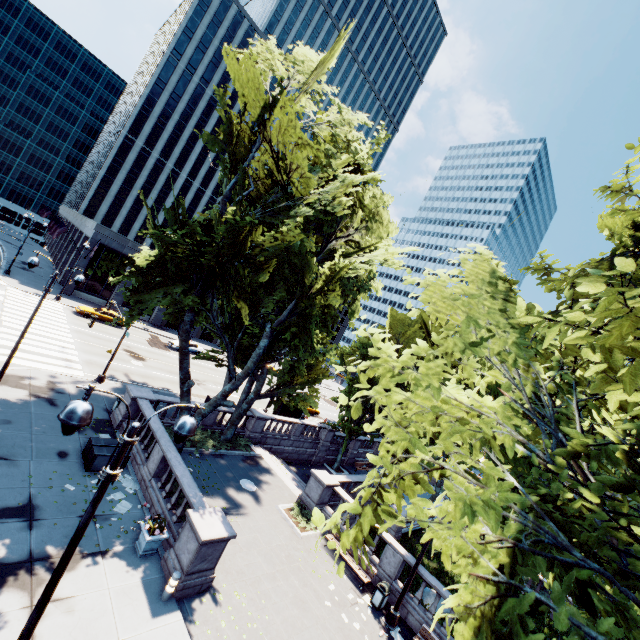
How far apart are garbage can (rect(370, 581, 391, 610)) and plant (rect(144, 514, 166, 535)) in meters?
10.0 m

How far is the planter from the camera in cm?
1129

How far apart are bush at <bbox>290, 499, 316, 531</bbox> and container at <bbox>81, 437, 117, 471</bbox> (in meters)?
8.84

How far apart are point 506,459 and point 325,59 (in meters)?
18.31

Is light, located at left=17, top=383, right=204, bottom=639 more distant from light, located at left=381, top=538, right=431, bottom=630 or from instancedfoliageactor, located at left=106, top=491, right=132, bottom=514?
light, located at left=381, top=538, right=431, bottom=630

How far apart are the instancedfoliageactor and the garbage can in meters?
11.4

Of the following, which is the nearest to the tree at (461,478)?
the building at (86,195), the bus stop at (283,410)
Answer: the bus stop at (283,410)

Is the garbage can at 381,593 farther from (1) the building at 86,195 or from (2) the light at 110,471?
(1) the building at 86,195
